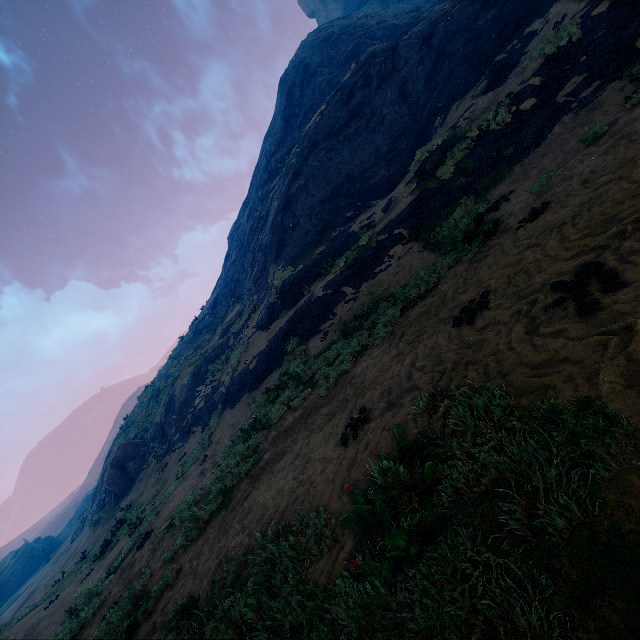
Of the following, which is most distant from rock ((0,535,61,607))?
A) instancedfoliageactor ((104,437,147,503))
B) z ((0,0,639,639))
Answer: instancedfoliageactor ((104,437,147,503))

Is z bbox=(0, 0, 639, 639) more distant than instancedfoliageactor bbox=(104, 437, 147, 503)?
No

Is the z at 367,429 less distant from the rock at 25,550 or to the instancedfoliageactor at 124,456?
the instancedfoliageactor at 124,456

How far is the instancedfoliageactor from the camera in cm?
2247

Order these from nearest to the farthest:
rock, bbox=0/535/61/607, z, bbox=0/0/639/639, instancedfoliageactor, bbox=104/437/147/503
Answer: z, bbox=0/0/639/639 < instancedfoliageactor, bbox=104/437/147/503 < rock, bbox=0/535/61/607

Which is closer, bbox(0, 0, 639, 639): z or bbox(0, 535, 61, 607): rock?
bbox(0, 0, 639, 639): z

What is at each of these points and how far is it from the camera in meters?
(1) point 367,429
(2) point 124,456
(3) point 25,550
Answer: (1) z, 4.7
(2) instancedfoliageactor, 23.8
(3) rock, 53.0

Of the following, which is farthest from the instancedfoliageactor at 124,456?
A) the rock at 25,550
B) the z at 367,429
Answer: the rock at 25,550
